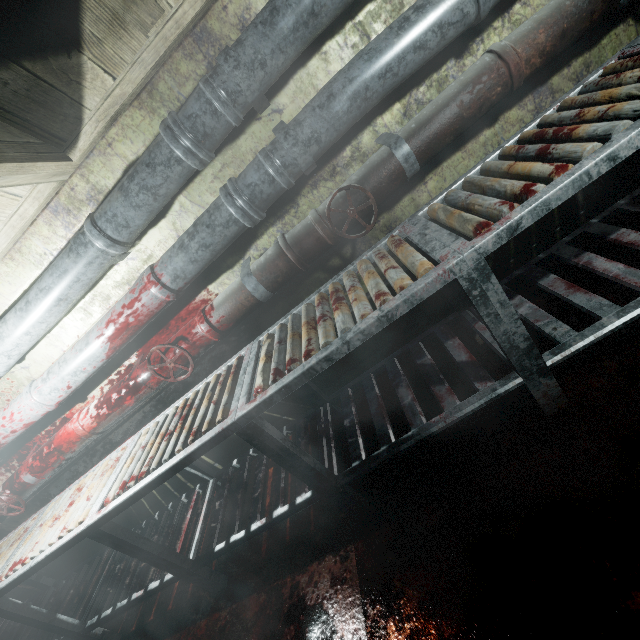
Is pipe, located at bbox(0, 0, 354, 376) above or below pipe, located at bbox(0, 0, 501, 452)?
above

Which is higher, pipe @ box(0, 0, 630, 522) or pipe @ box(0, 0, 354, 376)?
pipe @ box(0, 0, 354, 376)

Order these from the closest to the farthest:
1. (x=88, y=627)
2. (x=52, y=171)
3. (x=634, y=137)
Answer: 1. (x=634, y=137)
2. (x=52, y=171)
3. (x=88, y=627)

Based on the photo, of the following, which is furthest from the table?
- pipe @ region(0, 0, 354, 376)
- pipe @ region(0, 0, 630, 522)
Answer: pipe @ region(0, 0, 354, 376)

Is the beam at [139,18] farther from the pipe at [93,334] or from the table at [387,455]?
the table at [387,455]

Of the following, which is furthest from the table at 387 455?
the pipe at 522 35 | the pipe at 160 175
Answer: the pipe at 160 175

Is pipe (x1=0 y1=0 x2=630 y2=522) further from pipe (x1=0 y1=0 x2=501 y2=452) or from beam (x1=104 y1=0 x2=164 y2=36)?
beam (x1=104 y1=0 x2=164 y2=36)

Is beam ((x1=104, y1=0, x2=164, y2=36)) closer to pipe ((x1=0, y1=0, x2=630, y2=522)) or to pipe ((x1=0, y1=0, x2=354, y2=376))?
pipe ((x1=0, y1=0, x2=354, y2=376))
